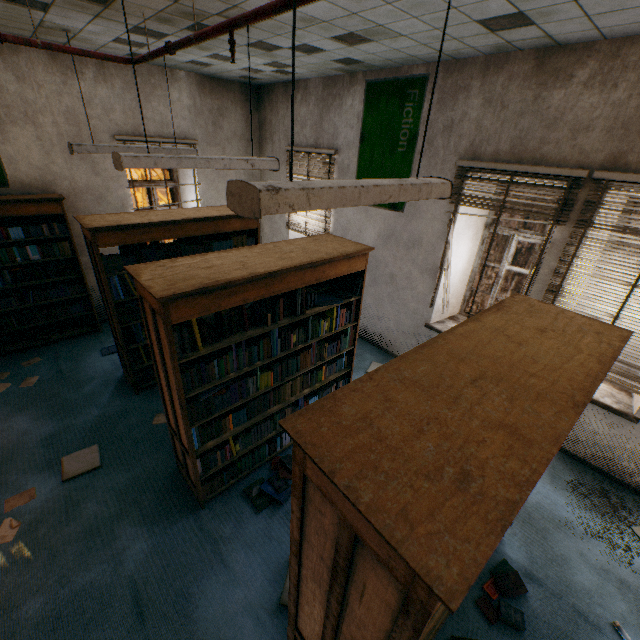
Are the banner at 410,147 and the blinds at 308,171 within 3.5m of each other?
yes

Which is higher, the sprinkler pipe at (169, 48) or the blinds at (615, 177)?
the sprinkler pipe at (169, 48)

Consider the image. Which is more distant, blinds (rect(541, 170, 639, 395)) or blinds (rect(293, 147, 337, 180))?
blinds (rect(293, 147, 337, 180))

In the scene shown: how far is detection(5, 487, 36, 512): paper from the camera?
2.9m

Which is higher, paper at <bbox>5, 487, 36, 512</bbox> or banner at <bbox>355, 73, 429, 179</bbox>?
banner at <bbox>355, 73, 429, 179</bbox>

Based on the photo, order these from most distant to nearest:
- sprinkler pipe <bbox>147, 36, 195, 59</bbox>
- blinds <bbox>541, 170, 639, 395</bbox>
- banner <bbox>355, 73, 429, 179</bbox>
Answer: banner <bbox>355, 73, 429, 179</bbox>, blinds <bbox>541, 170, 639, 395</bbox>, sprinkler pipe <bbox>147, 36, 195, 59</bbox>

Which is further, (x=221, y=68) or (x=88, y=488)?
(x=221, y=68)

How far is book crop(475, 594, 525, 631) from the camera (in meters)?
2.39
